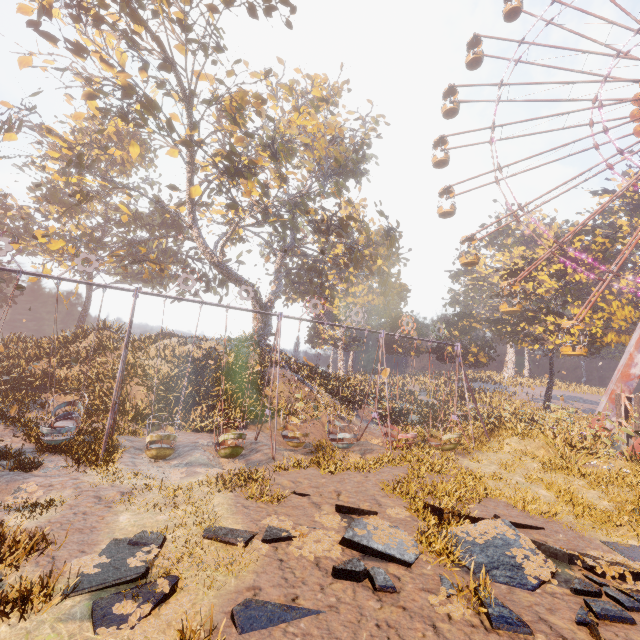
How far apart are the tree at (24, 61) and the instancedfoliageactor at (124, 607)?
26.0 meters

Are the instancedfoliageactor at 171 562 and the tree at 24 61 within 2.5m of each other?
no

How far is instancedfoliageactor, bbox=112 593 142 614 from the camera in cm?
480

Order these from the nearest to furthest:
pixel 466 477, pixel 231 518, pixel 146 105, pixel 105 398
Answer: pixel 231 518 < pixel 466 477 < pixel 105 398 < pixel 146 105

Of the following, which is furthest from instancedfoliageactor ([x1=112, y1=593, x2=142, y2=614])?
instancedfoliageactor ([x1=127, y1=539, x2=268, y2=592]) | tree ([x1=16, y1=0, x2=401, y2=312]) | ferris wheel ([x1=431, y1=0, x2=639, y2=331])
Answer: ferris wheel ([x1=431, y1=0, x2=639, y2=331])

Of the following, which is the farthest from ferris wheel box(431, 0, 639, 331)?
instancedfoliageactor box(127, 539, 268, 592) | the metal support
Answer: instancedfoliageactor box(127, 539, 268, 592)

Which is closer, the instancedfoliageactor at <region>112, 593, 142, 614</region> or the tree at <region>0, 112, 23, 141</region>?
the instancedfoliageactor at <region>112, 593, 142, 614</region>

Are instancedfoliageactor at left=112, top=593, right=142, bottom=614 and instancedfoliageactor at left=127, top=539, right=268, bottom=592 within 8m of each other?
yes
